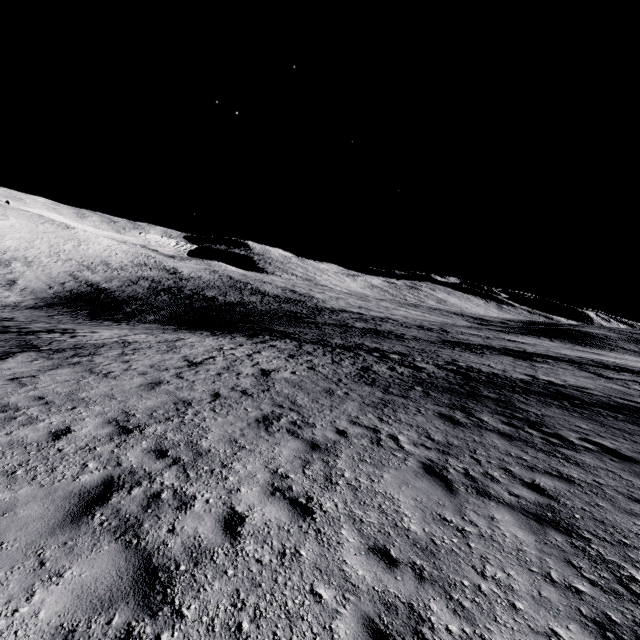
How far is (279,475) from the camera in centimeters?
566cm
